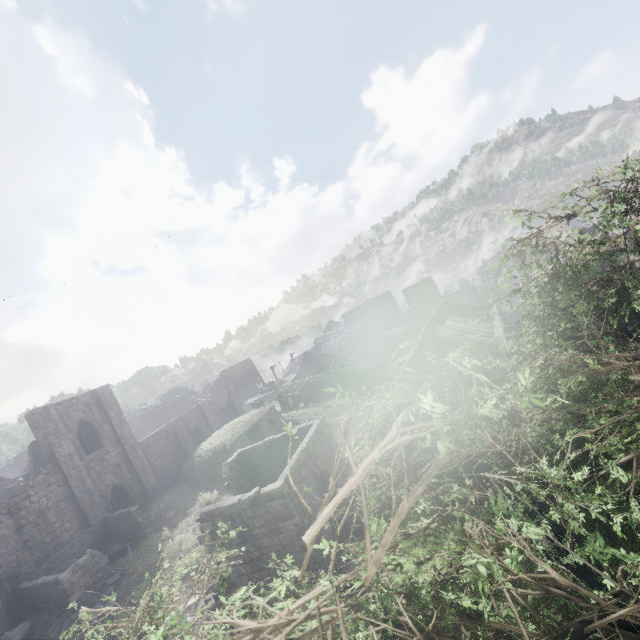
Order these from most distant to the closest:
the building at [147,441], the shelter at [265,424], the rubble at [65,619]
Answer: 1. the shelter at [265,424]
2. the building at [147,441]
3. the rubble at [65,619]

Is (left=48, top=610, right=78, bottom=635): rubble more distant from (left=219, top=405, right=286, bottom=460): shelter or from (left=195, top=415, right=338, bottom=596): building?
(left=219, top=405, right=286, bottom=460): shelter

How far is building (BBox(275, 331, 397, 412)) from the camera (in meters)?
38.69

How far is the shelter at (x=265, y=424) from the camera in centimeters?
2777cm

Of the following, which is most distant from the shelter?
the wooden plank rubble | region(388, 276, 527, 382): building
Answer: the wooden plank rubble

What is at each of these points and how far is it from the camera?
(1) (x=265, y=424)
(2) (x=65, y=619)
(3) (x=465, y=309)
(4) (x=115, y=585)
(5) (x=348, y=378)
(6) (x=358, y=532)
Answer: (1) shelter, 32.8m
(2) rubble, 16.8m
(3) building, 37.1m
(4) rubble, 18.2m
(5) building, 39.5m
(6) building, 15.3m

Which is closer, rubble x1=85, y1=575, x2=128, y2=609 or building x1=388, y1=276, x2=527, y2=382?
rubble x1=85, y1=575, x2=128, y2=609

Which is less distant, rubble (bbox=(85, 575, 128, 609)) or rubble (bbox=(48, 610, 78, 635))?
rubble (bbox=(48, 610, 78, 635))
